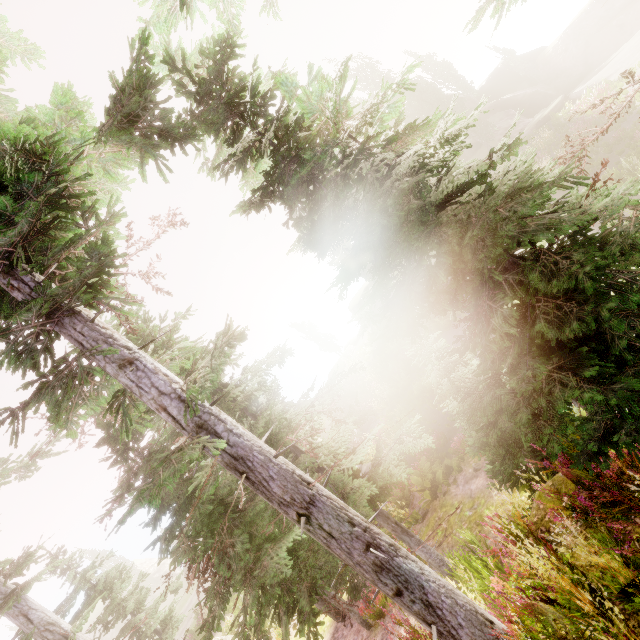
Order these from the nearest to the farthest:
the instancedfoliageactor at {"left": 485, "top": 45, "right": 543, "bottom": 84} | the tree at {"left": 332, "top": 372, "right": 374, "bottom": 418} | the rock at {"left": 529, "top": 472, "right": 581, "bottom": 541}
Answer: the rock at {"left": 529, "top": 472, "right": 581, "bottom": 541}
the tree at {"left": 332, "top": 372, "right": 374, "bottom": 418}
the instancedfoliageactor at {"left": 485, "top": 45, "right": 543, "bottom": 84}

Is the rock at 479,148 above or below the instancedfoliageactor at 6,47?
below

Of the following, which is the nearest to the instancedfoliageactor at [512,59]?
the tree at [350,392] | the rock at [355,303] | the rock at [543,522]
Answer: the rock at [543,522]

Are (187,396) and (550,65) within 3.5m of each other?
no

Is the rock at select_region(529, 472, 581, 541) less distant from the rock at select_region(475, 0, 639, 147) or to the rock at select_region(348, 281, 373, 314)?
the rock at select_region(475, 0, 639, 147)

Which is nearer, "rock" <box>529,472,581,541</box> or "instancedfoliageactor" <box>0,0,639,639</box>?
"instancedfoliageactor" <box>0,0,639,639</box>

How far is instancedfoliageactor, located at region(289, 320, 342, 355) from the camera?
47.38m

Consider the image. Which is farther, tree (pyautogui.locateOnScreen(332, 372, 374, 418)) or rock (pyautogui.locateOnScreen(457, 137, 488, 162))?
rock (pyautogui.locateOnScreen(457, 137, 488, 162))
